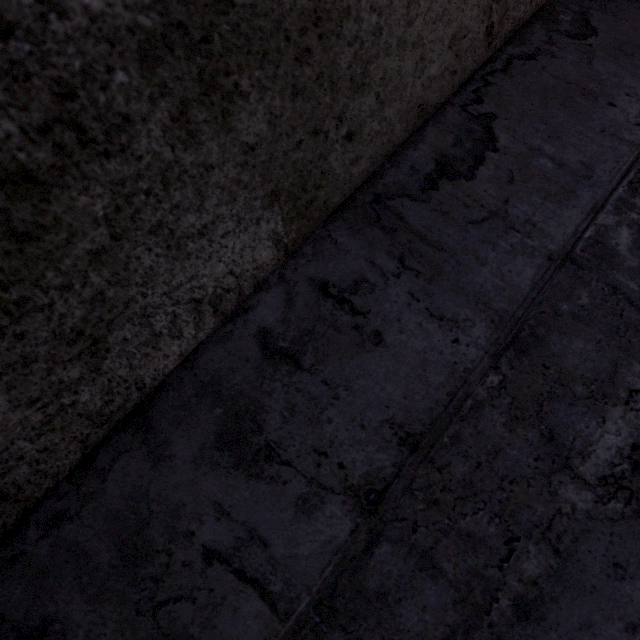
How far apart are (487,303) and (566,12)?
1.00m
